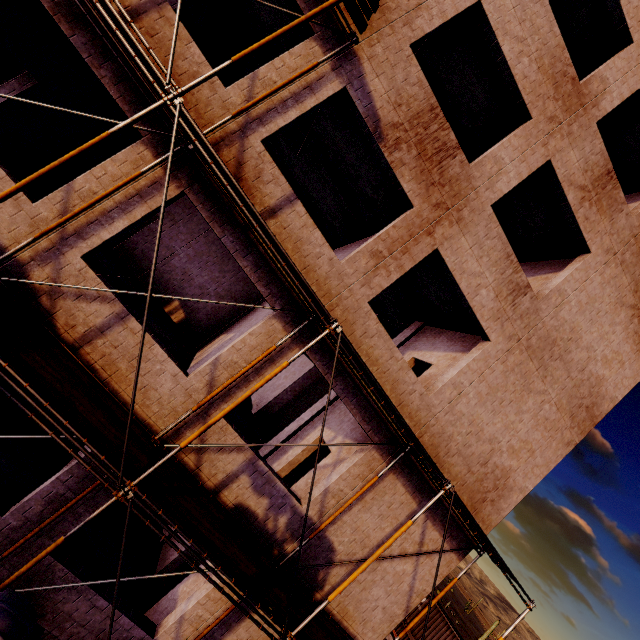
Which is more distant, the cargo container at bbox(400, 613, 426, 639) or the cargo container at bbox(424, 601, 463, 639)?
the cargo container at bbox(400, 613, 426, 639)

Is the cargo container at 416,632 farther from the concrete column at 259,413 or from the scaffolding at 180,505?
the concrete column at 259,413

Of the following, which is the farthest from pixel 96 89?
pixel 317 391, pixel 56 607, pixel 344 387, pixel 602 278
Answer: pixel 602 278

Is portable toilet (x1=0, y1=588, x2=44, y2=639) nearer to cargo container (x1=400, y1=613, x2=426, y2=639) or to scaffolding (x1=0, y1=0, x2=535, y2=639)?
scaffolding (x1=0, y1=0, x2=535, y2=639)

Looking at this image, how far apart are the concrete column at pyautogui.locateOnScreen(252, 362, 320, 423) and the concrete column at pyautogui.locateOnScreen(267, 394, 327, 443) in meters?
3.4

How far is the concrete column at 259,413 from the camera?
14.95m

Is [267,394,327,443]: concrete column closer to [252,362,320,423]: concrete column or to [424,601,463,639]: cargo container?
[252,362,320,423]: concrete column

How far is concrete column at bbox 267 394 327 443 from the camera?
11.2m
